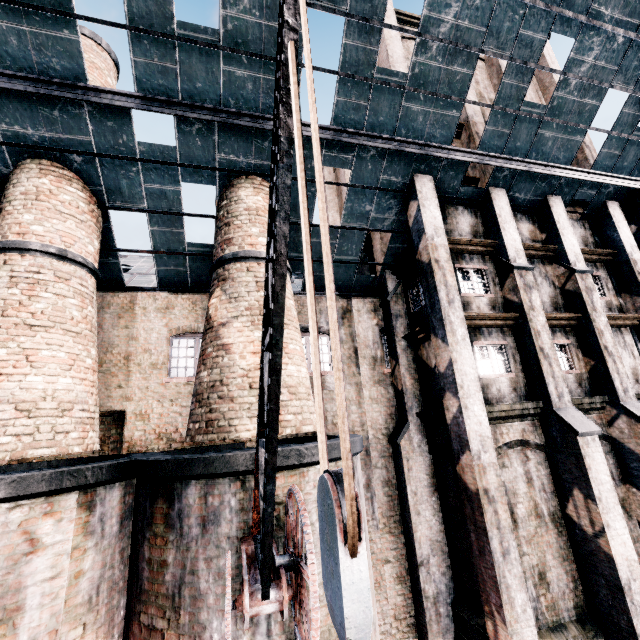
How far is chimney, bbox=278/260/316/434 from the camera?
8.6 meters

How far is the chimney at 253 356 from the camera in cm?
828

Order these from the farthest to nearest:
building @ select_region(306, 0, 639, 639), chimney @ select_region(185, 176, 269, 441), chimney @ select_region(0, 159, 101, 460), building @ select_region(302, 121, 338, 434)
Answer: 1. building @ select_region(302, 121, 338, 434)
2. building @ select_region(306, 0, 639, 639)
3. chimney @ select_region(185, 176, 269, 441)
4. chimney @ select_region(0, 159, 101, 460)

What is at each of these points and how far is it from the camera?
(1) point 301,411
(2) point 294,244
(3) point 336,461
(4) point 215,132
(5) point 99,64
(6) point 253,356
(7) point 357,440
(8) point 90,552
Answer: (1) chimney, 9.0m
(2) building, 13.3m
(3) furnace, 8.0m
(4) building, 10.3m
(5) chimney, 12.0m
(6) chimney, 8.9m
(7) furnace, 8.9m
(8) furnace, 6.8m

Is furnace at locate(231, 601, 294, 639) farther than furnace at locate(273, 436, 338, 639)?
No

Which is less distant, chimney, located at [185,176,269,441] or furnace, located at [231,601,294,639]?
furnace, located at [231,601,294,639]

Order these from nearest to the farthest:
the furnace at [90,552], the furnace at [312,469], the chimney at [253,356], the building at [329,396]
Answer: the furnace at [90,552] → the furnace at [312,469] → the chimney at [253,356] → the building at [329,396]

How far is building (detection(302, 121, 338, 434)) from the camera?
11.36m
